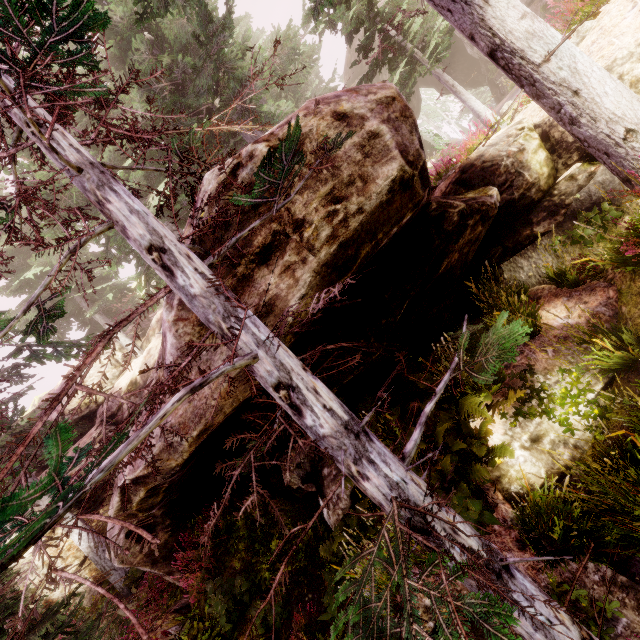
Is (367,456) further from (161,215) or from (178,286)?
(161,215)

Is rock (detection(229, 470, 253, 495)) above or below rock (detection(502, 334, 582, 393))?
above

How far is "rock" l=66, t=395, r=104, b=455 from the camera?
14.4 meters

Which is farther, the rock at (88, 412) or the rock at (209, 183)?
the rock at (88, 412)

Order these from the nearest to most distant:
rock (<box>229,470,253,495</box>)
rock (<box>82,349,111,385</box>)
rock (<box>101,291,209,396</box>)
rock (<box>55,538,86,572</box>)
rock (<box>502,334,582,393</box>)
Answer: rock (<box>101,291,209,396</box>) → rock (<box>502,334,582,393</box>) → rock (<box>229,470,253,495</box>) → rock (<box>55,538,86,572</box>) → rock (<box>82,349,111,385</box>)

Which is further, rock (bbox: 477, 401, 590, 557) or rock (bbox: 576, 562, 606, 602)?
rock (bbox: 477, 401, 590, 557)

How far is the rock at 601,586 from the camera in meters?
3.7
